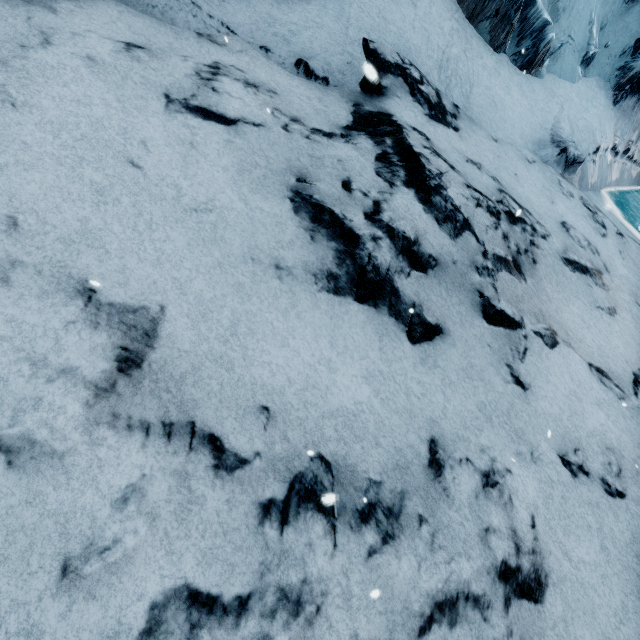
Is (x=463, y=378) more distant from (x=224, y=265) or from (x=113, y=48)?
(x=113, y=48)
